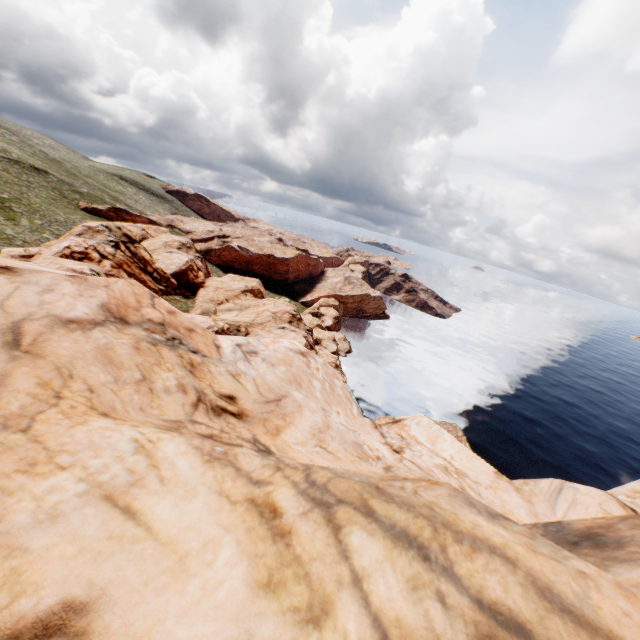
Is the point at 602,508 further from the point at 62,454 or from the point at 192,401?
the point at 62,454
